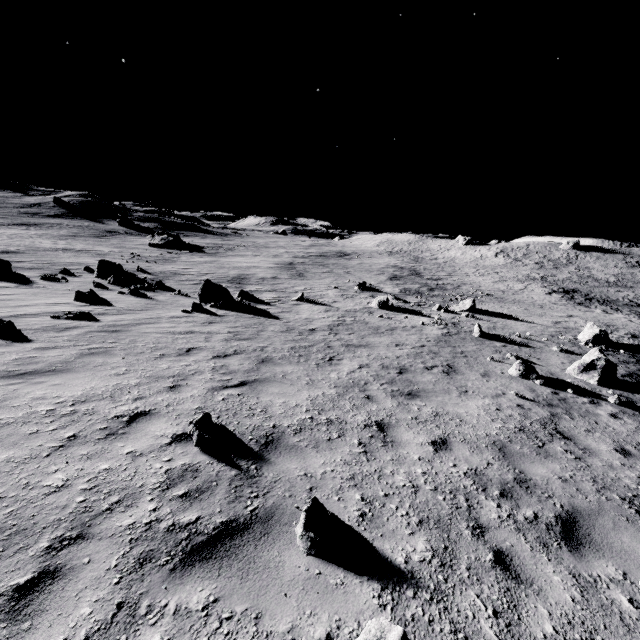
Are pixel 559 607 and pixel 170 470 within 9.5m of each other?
yes

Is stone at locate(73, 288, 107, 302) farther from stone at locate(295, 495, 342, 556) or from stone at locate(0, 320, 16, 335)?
stone at locate(295, 495, 342, 556)

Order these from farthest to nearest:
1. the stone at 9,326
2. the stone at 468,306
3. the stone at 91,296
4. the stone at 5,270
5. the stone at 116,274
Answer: the stone at 468,306
the stone at 5,270
the stone at 116,274
the stone at 91,296
the stone at 9,326

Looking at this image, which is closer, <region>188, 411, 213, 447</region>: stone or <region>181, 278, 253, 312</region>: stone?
<region>188, 411, 213, 447</region>: stone

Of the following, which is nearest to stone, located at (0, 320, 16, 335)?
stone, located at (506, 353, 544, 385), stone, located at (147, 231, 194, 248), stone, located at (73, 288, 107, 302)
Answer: stone, located at (73, 288, 107, 302)

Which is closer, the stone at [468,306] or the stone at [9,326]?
the stone at [9,326]

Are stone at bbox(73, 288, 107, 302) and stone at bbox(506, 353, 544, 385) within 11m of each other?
no

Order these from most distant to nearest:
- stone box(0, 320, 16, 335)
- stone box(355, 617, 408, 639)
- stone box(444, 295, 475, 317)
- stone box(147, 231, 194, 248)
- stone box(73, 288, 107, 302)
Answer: stone box(147, 231, 194, 248) < stone box(444, 295, 475, 317) < stone box(73, 288, 107, 302) < stone box(0, 320, 16, 335) < stone box(355, 617, 408, 639)
